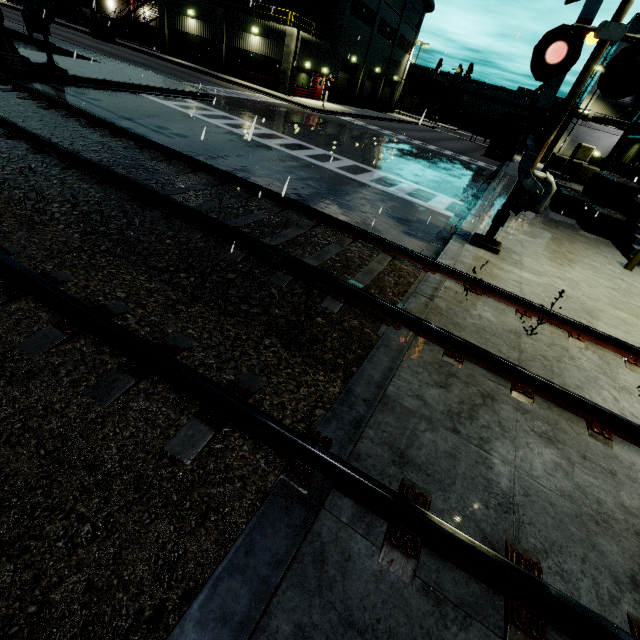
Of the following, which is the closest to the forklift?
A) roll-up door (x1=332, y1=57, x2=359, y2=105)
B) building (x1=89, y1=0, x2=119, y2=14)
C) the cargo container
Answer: building (x1=89, y1=0, x2=119, y2=14)

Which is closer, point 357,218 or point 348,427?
point 348,427

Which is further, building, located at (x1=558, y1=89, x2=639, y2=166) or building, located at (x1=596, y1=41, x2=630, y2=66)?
building, located at (x1=596, y1=41, x2=630, y2=66)

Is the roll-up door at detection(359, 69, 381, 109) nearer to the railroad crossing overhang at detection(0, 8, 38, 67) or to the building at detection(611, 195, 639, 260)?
the building at detection(611, 195, 639, 260)

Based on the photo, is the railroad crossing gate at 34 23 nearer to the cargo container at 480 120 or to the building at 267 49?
the building at 267 49

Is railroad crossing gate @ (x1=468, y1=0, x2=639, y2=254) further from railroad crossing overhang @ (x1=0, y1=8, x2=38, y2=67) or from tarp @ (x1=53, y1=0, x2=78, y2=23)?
tarp @ (x1=53, y1=0, x2=78, y2=23)

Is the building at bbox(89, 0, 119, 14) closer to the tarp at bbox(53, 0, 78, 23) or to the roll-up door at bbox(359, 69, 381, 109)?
the roll-up door at bbox(359, 69, 381, 109)

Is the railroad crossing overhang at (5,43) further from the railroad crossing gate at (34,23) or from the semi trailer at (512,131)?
the semi trailer at (512,131)
